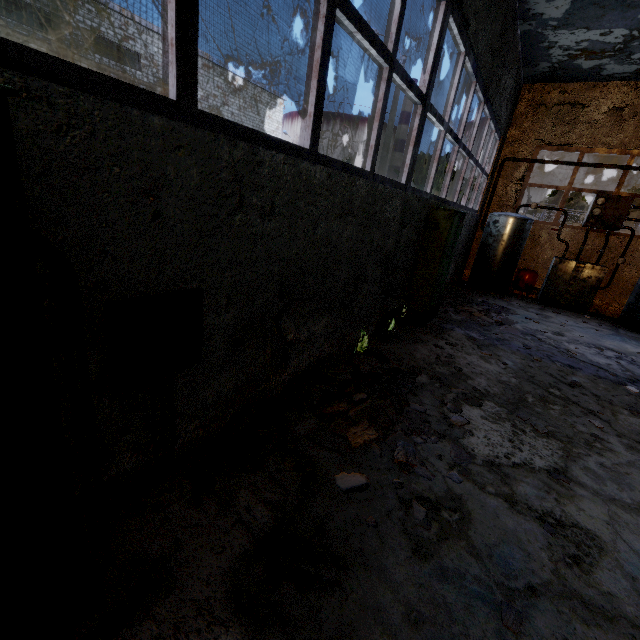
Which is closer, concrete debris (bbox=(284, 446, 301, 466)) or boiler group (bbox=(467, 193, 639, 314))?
concrete debris (bbox=(284, 446, 301, 466))

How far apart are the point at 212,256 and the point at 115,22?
27.8 meters

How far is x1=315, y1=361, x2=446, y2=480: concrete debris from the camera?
3.3m

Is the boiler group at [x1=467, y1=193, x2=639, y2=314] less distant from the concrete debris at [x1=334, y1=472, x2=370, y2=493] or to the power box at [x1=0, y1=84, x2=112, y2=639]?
the concrete debris at [x1=334, y1=472, x2=370, y2=493]

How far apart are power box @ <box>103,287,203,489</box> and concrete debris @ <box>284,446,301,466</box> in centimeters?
95cm

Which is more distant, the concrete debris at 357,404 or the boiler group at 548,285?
the boiler group at 548,285

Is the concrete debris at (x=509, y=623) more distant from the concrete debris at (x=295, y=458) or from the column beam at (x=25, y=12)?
the column beam at (x=25, y=12)

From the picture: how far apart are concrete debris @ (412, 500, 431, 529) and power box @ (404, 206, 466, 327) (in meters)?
4.67
